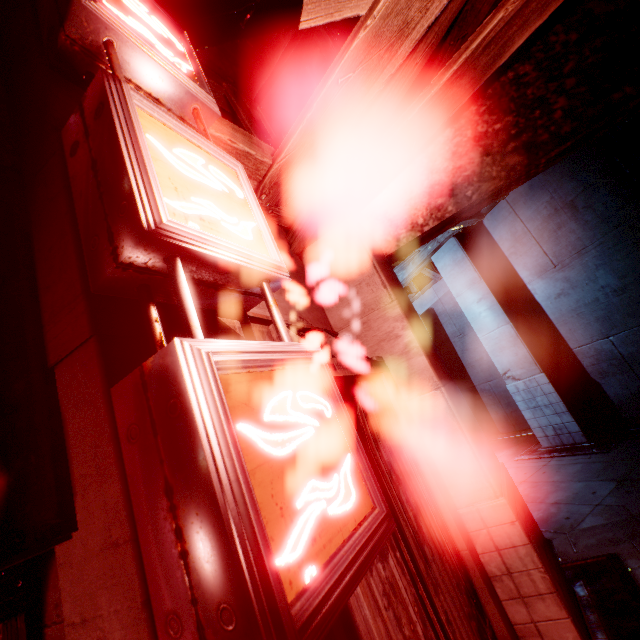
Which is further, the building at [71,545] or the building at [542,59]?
the building at [542,59]

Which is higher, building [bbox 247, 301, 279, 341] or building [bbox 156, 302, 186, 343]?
building [bbox 247, 301, 279, 341]

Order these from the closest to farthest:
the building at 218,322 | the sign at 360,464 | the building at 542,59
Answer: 1. the sign at 360,464
2. the building at 218,322
3. the building at 542,59

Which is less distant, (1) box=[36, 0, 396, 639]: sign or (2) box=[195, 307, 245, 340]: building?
(1) box=[36, 0, 396, 639]: sign

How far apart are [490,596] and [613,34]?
6.30m

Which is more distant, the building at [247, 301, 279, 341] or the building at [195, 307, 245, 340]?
the building at [247, 301, 279, 341]

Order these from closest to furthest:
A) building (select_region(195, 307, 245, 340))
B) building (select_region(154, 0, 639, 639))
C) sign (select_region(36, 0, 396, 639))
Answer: sign (select_region(36, 0, 396, 639))
building (select_region(195, 307, 245, 340))
building (select_region(154, 0, 639, 639))
